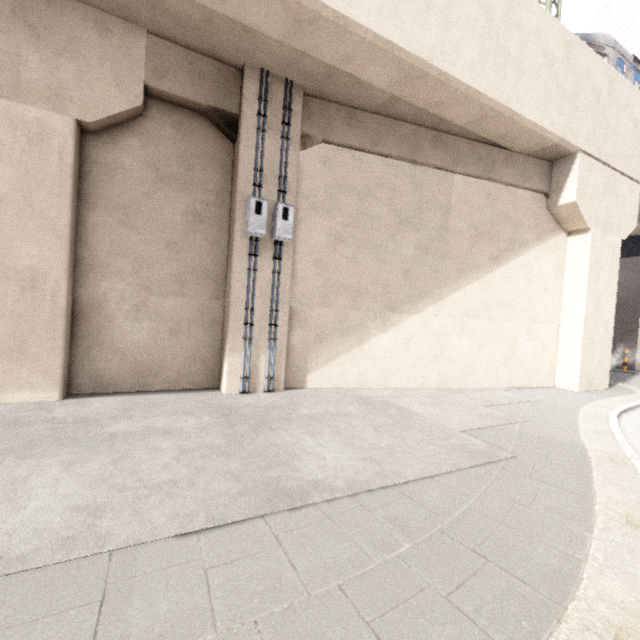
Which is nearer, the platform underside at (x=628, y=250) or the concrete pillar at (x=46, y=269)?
the concrete pillar at (x=46, y=269)

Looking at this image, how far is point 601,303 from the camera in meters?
10.2

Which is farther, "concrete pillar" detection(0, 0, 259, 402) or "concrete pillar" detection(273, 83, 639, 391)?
"concrete pillar" detection(273, 83, 639, 391)

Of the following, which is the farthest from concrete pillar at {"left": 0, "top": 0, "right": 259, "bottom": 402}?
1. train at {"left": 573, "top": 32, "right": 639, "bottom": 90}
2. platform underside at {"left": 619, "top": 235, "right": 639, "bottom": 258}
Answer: platform underside at {"left": 619, "top": 235, "right": 639, "bottom": 258}

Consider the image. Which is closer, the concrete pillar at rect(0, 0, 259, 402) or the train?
the concrete pillar at rect(0, 0, 259, 402)

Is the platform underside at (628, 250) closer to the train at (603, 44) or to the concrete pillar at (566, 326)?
the train at (603, 44)

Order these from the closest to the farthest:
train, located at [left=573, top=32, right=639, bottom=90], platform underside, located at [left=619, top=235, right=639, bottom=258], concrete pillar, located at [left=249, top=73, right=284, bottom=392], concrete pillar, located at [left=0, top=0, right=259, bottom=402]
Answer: concrete pillar, located at [left=0, top=0, right=259, bottom=402] < concrete pillar, located at [left=249, top=73, right=284, bottom=392] < train, located at [left=573, top=32, right=639, bottom=90] < platform underside, located at [left=619, top=235, right=639, bottom=258]

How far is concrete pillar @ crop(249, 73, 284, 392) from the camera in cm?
702
